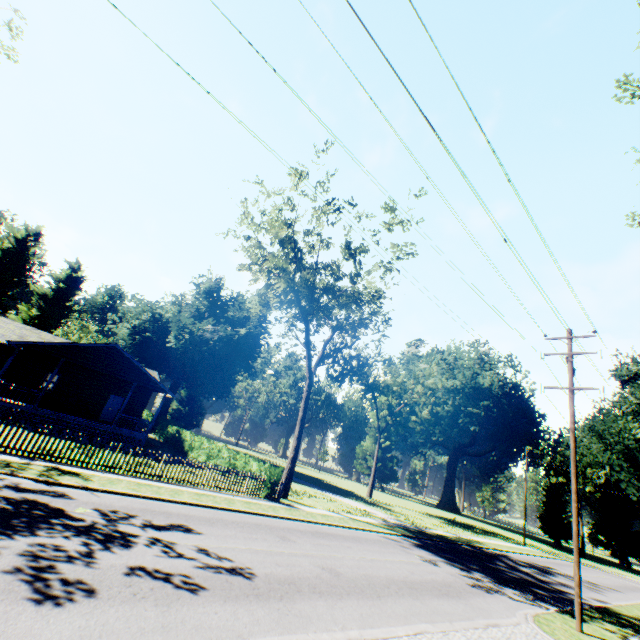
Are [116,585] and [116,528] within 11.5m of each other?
yes

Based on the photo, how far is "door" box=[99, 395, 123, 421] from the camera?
27.9 meters

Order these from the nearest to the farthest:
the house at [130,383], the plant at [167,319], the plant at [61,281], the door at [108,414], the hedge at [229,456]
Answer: the hedge at [229,456] < the house at [130,383] < the door at [108,414] < the plant at [167,319] < the plant at [61,281]

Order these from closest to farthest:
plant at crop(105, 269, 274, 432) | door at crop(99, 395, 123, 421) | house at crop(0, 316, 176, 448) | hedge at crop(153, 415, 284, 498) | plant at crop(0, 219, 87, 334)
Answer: hedge at crop(153, 415, 284, 498) < house at crop(0, 316, 176, 448) < door at crop(99, 395, 123, 421) < plant at crop(105, 269, 274, 432) < plant at crop(0, 219, 87, 334)

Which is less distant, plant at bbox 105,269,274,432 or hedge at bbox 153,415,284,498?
hedge at bbox 153,415,284,498

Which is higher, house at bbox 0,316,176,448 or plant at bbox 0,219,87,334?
plant at bbox 0,219,87,334

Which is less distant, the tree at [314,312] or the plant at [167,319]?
the tree at [314,312]

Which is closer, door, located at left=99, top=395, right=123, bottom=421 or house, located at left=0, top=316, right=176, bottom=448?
house, located at left=0, top=316, right=176, bottom=448
